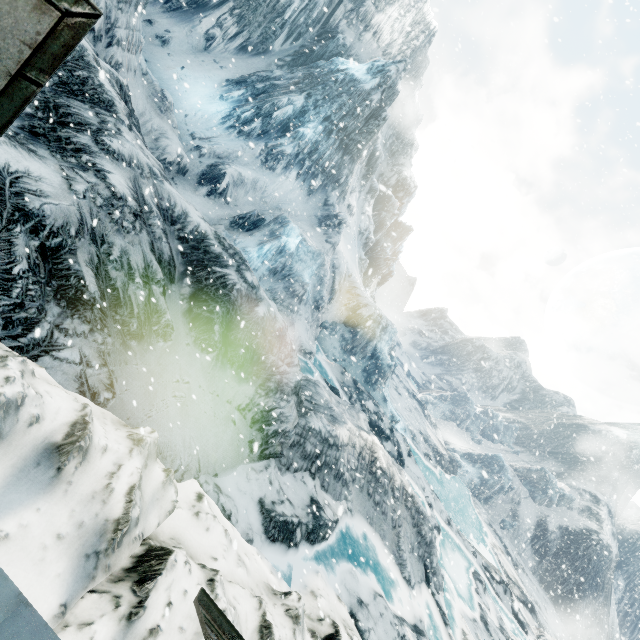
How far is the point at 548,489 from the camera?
47.2m
